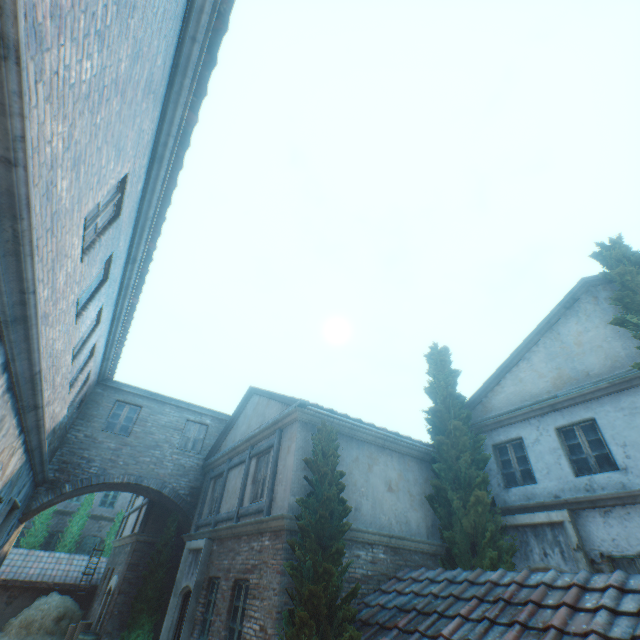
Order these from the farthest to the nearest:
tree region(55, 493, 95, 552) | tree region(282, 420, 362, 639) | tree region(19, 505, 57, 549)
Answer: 1. tree region(55, 493, 95, 552)
2. tree region(19, 505, 57, 549)
3. tree region(282, 420, 362, 639)

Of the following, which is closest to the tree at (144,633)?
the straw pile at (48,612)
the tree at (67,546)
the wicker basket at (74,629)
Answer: the wicker basket at (74,629)

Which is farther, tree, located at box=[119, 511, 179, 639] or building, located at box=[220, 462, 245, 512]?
tree, located at box=[119, 511, 179, 639]

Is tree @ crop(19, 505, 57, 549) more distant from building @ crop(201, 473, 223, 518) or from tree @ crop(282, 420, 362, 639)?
tree @ crop(282, 420, 362, 639)

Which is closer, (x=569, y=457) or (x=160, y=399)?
(x=569, y=457)

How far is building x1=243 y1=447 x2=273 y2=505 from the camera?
9.0 meters

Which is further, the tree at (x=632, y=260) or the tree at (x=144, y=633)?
the tree at (x=144, y=633)

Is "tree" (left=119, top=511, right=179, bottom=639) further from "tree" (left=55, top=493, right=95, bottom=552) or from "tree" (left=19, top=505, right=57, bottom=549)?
"tree" (left=19, top=505, right=57, bottom=549)
